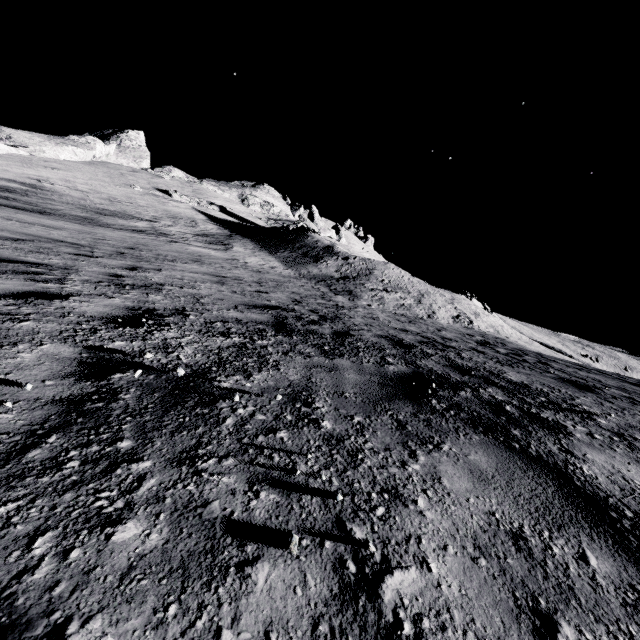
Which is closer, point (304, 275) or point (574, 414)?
point (574, 414)
